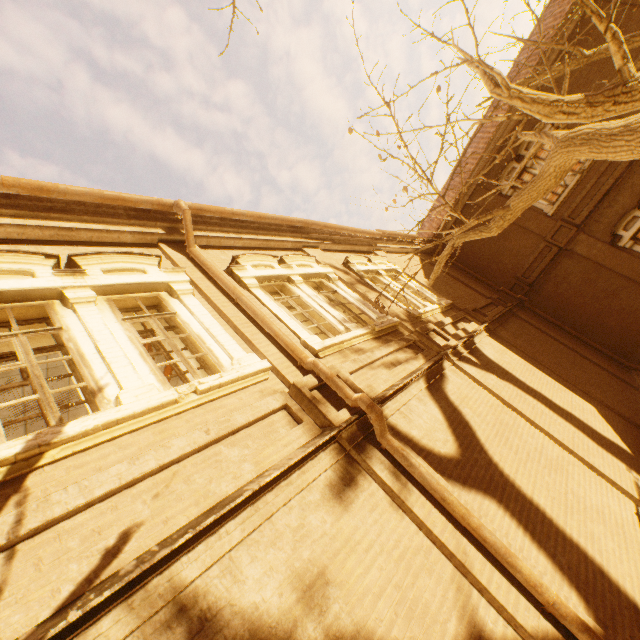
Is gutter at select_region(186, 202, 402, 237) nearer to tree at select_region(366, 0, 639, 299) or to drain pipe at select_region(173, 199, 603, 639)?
drain pipe at select_region(173, 199, 603, 639)

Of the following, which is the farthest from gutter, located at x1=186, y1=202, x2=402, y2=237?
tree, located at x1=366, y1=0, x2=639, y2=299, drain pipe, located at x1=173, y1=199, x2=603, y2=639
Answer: tree, located at x1=366, y1=0, x2=639, y2=299

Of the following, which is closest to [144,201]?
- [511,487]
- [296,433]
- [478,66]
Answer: [296,433]

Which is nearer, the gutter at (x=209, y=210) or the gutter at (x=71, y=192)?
the gutter at (x=71, y=192)

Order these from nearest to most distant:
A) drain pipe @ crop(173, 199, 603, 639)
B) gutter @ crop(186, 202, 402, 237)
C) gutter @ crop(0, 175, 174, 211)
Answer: drain pipe @ crop(173, 199, 603, 639) < gutter @ crop(0, 175, 174, 211) < gutter @ crop(186, 202, 402, 237)

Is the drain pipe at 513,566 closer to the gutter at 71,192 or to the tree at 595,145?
the gutter at 71,192
